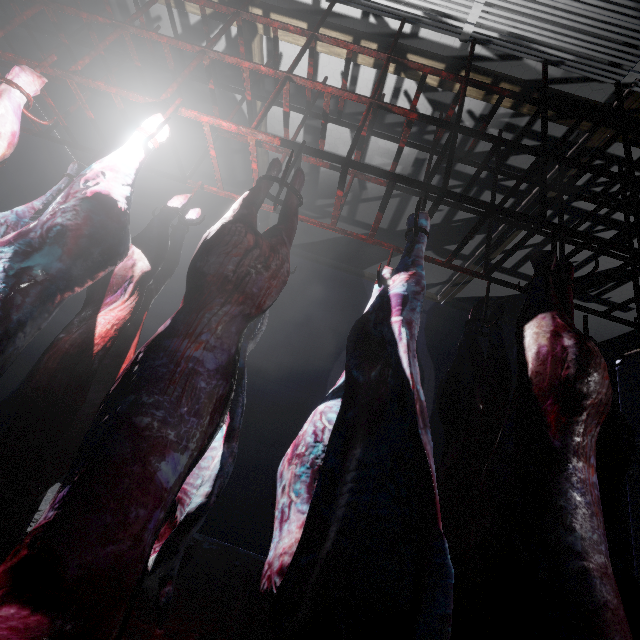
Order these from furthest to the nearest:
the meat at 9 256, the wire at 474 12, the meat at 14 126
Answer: the wire at 474 12 < the meat at 14 126 < the meat at 9 256

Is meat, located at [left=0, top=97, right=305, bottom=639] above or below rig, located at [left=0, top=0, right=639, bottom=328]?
below

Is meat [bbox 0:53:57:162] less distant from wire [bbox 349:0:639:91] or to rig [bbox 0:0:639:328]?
rig [bbox 0:0:639:328]

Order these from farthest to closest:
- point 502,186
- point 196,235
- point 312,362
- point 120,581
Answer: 1. point 196,235
2. point 312,362
3. point 502,186
4. point 120,581

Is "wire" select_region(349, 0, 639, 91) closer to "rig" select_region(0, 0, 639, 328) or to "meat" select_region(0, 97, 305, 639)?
"rig" select_region(0, 0, 639, 328)

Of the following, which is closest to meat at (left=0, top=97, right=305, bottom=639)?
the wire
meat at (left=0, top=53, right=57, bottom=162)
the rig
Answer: the rig

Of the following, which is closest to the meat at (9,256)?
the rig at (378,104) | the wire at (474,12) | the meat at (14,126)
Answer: the rig at (378,104)

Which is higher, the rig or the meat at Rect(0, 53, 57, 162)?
the rig
